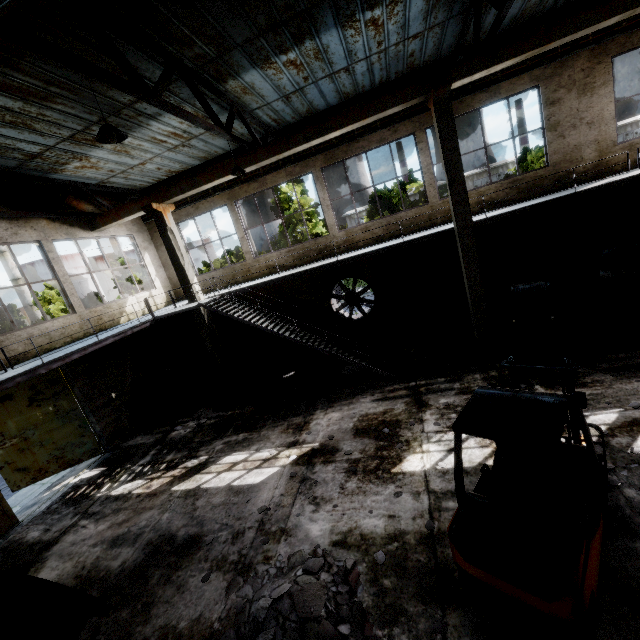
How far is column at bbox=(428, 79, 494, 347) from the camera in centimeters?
889cm

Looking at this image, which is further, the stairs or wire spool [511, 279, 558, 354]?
the stairs

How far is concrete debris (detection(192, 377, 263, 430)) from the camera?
11.65m

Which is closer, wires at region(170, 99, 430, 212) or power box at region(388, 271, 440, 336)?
wires at region(170, 99, 430, 212)

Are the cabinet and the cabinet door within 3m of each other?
yes

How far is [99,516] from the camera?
8.1 meters

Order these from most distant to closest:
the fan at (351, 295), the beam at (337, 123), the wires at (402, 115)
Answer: the fan at (351, 295) → the wires at (402, 115) → the beam at (337, 123)

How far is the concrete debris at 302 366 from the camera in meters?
12.3 m
